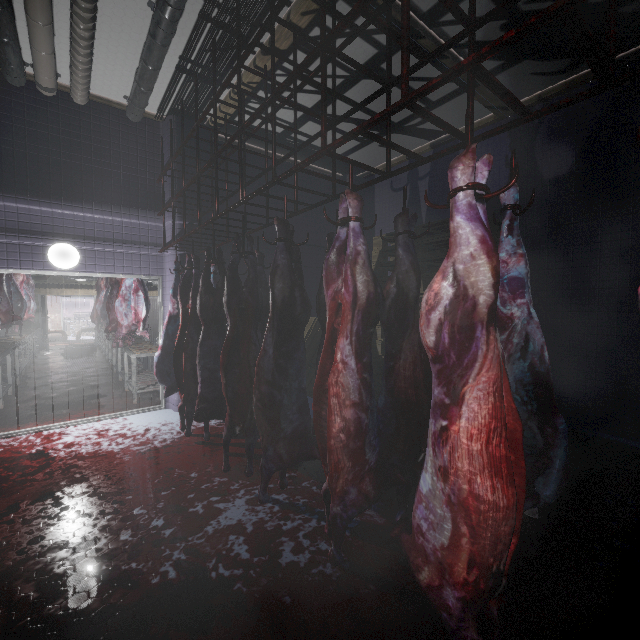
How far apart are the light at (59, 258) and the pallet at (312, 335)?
3.09m

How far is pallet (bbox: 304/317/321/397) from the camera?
4.97m

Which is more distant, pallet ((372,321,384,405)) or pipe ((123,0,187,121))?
pallet ((372,321,384,405))

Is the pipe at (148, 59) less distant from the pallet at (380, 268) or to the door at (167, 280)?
the door at (167, 280)

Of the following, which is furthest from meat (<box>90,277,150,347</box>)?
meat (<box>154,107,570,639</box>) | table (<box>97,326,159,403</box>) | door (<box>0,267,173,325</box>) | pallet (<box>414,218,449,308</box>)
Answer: pallet (<box>414,218,449,308</box>)

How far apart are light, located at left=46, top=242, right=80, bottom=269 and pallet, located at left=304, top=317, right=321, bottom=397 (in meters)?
3.09

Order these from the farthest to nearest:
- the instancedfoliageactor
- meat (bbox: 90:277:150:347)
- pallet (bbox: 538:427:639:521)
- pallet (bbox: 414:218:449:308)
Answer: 1. the instancedfoliageactor
2. meat (bbox: 90:277:150:347)
3. pallet (bbox: 414:218:449:308)
4. pallet (bbox: 538:427:639:521)

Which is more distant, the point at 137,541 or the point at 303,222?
the point at 303,222
